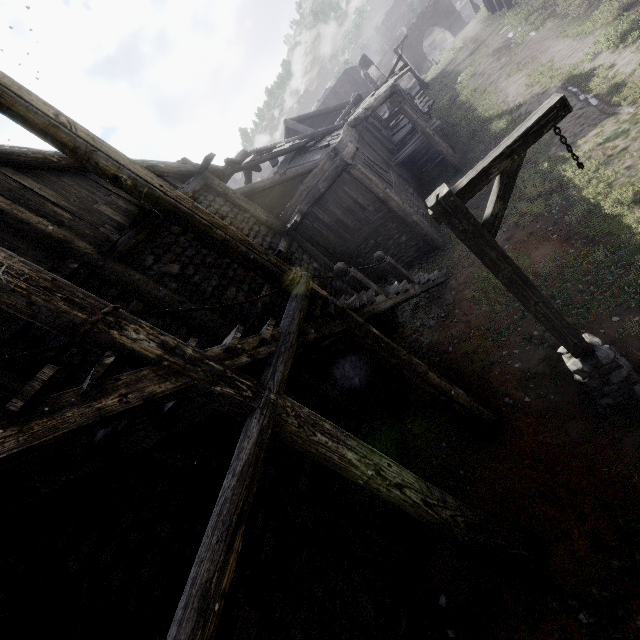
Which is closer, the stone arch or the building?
the building

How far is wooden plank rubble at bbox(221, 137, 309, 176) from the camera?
Result: 12.1m

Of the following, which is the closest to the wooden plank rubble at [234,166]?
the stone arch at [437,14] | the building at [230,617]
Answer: the building at [230,617]

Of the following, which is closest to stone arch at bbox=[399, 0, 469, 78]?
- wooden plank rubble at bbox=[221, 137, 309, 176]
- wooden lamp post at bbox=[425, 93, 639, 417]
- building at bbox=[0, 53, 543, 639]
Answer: building at bbox=[0, 53, 543, 639]

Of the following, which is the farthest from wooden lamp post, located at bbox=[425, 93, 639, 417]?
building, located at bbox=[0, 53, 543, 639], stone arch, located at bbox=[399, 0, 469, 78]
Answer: stone arch, located at bbox=[399, 0, 469, 78]

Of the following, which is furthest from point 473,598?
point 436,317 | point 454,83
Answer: point 454,83

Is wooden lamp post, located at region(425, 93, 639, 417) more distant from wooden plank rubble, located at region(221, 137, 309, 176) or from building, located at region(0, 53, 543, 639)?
wooden plank rubble, located at region(221, 137, 309, 176)

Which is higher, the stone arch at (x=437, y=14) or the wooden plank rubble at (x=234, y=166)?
the wooden plank rubble at (x=234, y=166)
